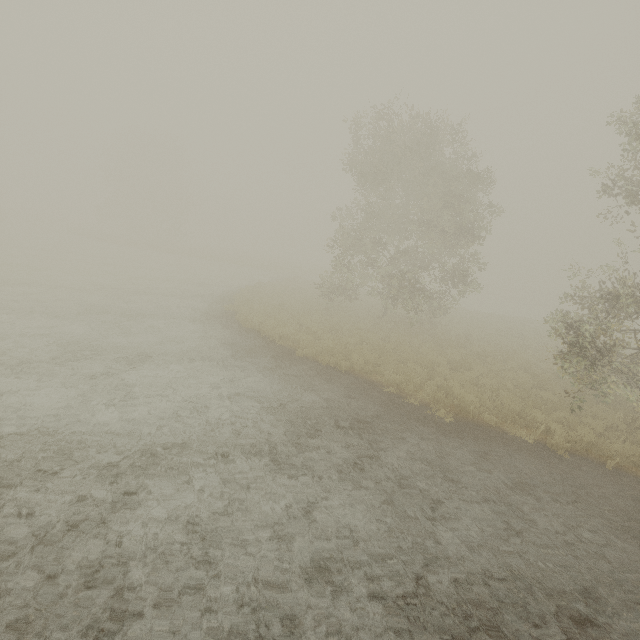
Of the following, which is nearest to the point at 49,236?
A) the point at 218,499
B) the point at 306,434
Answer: the point at 306,434
